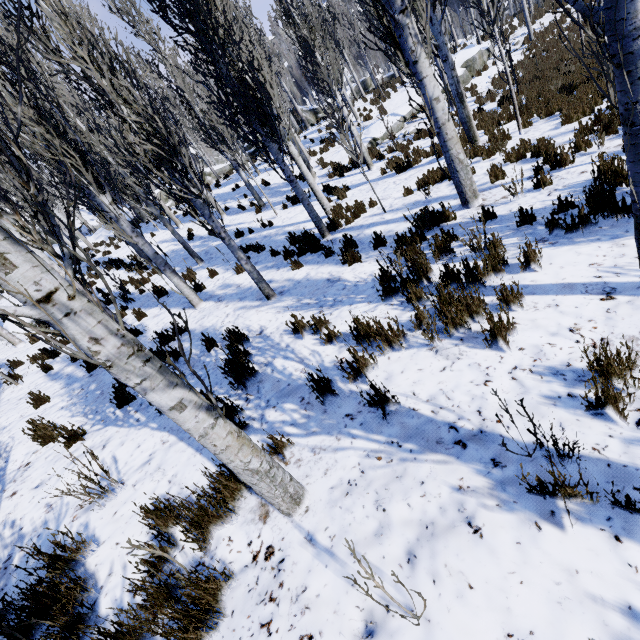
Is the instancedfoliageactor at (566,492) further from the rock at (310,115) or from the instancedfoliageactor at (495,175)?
the rock at (310,115)

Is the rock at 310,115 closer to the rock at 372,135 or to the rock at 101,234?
the rock at 101,234

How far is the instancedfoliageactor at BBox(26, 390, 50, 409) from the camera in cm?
595

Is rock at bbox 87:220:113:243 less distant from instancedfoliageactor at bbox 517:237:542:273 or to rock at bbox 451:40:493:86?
instancedfoliageactor at bbox 517:237:542:273

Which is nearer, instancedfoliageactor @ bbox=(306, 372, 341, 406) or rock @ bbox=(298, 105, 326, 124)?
instancedfoliageactor @ bbox=(306, 372, 341, 406)

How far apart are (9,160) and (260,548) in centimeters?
262cm

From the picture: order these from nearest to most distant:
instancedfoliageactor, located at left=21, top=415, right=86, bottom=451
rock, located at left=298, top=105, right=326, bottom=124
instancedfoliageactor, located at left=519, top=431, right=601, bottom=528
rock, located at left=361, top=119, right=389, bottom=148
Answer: instancedfoliageactor, located at left=519, top=431, right=601, bottom=528
instancedfoliageactor, located at left=21, top=415, right=86, bottom=451
rock, located at left=361, top=119, right=389, bottom=148
rock, located at left=298, top=105, right=326, bottom=124

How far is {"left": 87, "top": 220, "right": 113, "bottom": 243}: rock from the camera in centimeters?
2465cm
